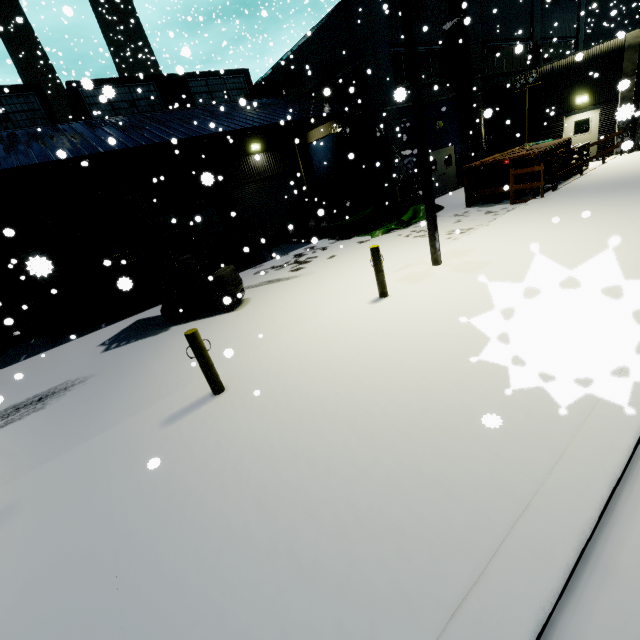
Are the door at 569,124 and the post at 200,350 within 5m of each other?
no

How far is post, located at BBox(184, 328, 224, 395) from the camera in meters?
4.9

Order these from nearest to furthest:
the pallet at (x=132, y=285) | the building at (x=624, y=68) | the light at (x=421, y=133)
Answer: the light at (x=421, y=133)
the pallet at (x=132, y=285)
the building at (x=624, y=68)

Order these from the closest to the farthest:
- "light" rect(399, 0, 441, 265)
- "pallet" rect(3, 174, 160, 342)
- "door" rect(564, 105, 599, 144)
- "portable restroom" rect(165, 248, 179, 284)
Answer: "light" rect(399, 0, 441, 265) → "pallet" rect(3, 174, 160, 342) → "portable restroom" rect(165, 248, 179, 284) → "door" rect(564, 105, 599, 144)

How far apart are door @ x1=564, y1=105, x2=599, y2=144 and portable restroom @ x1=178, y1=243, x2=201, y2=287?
20.08m

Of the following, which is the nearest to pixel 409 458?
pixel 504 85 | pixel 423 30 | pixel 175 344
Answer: pixel 175 344

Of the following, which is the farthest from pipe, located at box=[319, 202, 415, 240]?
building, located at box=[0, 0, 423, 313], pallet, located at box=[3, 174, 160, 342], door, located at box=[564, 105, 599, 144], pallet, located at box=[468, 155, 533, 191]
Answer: door, located at box=[564, 105, 599, 144]

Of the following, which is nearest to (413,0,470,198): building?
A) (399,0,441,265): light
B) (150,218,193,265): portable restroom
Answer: (150,218,193,265): portable restroom
